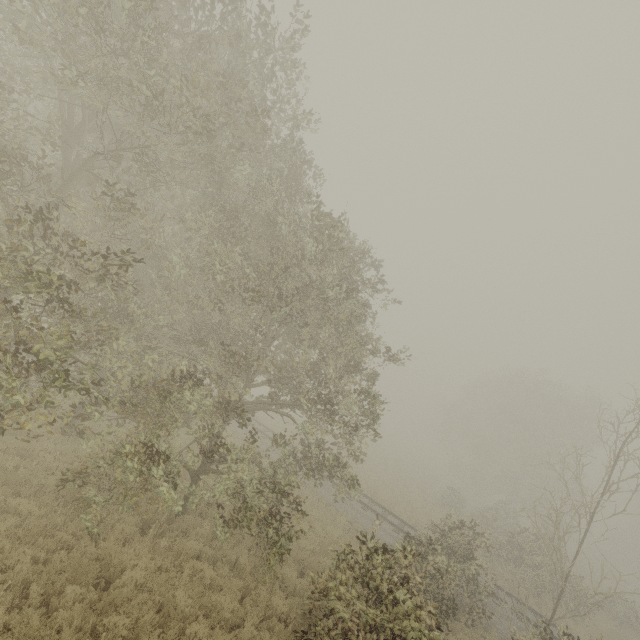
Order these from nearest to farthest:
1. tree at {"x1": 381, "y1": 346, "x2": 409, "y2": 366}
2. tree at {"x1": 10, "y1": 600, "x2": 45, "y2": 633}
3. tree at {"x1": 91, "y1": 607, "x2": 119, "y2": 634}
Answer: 1. tree at {"x1": 10, "y1": 600, "x2": 45, "y2": 633}
2. tree at {"x1": 91, "y1": 607, "x2": 119, "y2": 634}
3. tree at {"x1": 381, "y1": 346, "x2": 409, "y2": 366}

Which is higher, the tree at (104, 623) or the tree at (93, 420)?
the tree at (93, 420)

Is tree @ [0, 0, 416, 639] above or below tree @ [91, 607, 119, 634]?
above

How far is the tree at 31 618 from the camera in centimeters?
574cm

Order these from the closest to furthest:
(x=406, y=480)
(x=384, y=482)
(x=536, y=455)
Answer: (x=384, y=482)
(x=406, y=480)
(x=536, y=455)

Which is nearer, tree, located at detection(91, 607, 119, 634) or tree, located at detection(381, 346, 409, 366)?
tree, located at detection(91, 607, 119, 634)

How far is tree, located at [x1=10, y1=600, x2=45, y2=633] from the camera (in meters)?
5.74
